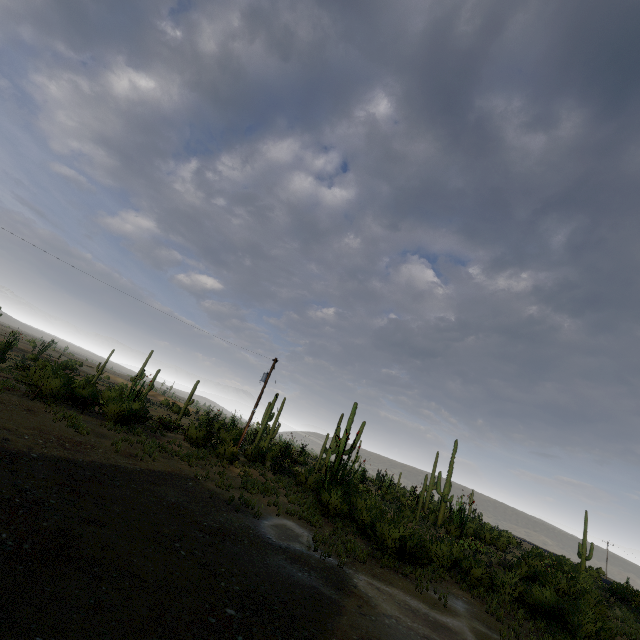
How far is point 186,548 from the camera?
7.5 meters
